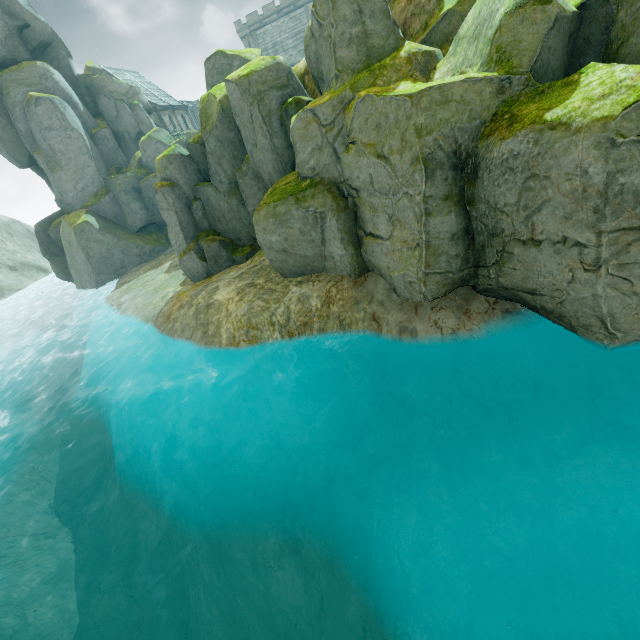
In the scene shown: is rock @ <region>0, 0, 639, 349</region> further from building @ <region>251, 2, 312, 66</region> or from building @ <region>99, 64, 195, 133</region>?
building @ <region>251, 2, 312, 66</region>

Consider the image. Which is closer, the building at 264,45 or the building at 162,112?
the building at 162,112

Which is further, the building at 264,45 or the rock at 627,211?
the building at 264,45

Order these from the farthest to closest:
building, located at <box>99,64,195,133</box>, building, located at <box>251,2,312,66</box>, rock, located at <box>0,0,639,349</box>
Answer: building, located at <box>251,2,312,66</box>, building, located at <box>99,64,195,133</box>, rock, located at <box>0,0,639,349</box>

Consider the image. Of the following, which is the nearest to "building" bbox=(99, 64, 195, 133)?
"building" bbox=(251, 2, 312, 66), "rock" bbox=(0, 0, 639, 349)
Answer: "rock" bbox=(0, 0, 639, 349)

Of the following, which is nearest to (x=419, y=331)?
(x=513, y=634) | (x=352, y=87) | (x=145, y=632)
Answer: (x=513, y=634)
